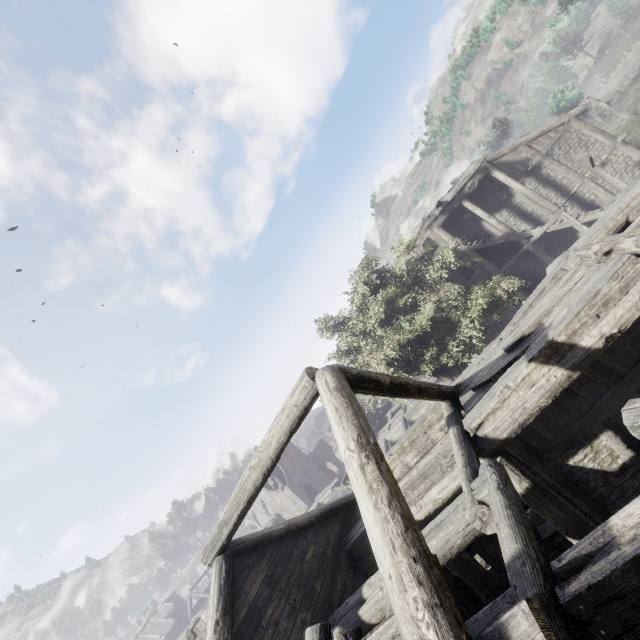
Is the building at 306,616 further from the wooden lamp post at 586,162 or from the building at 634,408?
the building at 634,408

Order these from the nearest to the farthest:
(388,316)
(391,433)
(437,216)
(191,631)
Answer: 1. (191,631)
2. (437,216)
3. (391,433)
4. (388,316)

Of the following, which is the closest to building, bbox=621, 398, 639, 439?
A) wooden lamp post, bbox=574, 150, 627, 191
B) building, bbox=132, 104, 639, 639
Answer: building, bbox=132, 104, 639, 639

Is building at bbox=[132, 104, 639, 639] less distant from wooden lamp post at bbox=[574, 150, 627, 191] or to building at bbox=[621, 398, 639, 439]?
wooden lamp post at bbox=[574, 150, 627, 191]

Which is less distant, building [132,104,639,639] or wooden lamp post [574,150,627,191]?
building [132,104,639,639]

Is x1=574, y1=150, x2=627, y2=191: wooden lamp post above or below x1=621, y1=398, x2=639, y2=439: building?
below

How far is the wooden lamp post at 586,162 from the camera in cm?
1620

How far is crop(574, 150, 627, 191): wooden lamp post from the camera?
16.2m
